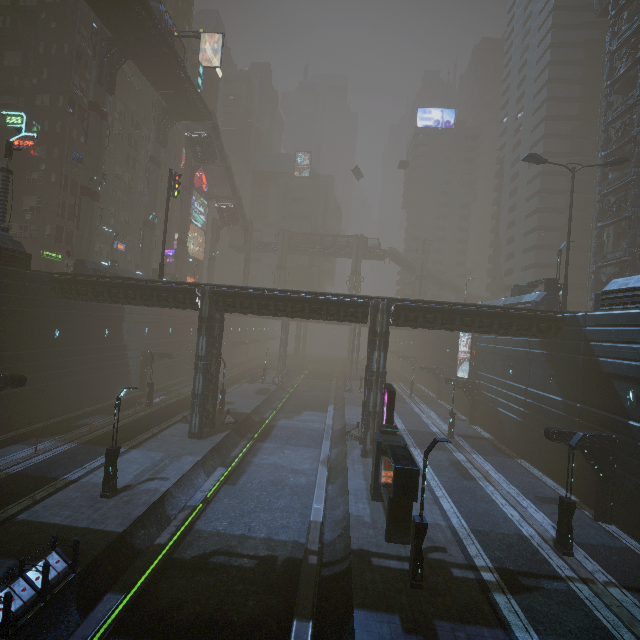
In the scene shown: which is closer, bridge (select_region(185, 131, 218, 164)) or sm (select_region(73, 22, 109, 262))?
sm (select_region(73, 22, 109, 262))

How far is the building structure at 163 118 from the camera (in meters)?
44.31

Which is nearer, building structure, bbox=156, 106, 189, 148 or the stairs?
building structure, bbox=156, 106, 189, 148

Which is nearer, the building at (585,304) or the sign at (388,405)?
the sign at (388,405)

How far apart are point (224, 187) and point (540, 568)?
62.8 meters

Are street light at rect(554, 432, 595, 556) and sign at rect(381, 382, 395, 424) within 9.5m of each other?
yes

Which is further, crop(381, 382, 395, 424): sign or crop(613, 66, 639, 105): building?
crop(613, 66, 639, 105): building

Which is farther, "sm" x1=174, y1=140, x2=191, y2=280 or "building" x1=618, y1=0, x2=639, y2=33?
"sm" x1=174, y1=140, x2=191, y2=280
